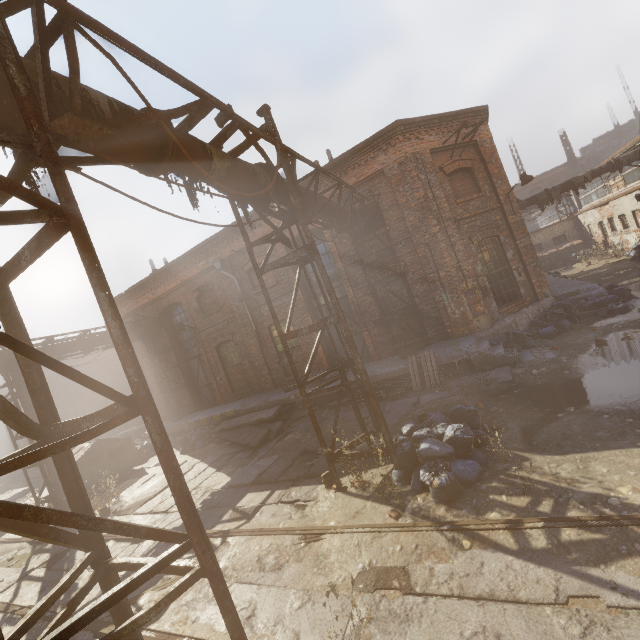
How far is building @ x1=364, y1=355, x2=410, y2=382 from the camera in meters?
10.6

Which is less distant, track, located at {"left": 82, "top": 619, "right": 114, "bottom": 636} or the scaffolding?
the scaffolding

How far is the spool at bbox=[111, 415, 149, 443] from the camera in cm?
1989

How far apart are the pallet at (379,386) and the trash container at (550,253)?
24.9m

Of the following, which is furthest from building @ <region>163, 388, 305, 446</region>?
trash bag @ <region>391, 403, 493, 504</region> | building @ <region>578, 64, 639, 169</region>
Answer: building @ <region>578, 64, 639, 169</region>

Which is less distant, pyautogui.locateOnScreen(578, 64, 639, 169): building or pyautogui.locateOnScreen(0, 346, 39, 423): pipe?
pyautogui.locateOnScreen(0, 346, 39, 423): pipe

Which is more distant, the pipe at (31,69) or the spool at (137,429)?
the spool at (137,429)

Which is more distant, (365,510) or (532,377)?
(532,377)
